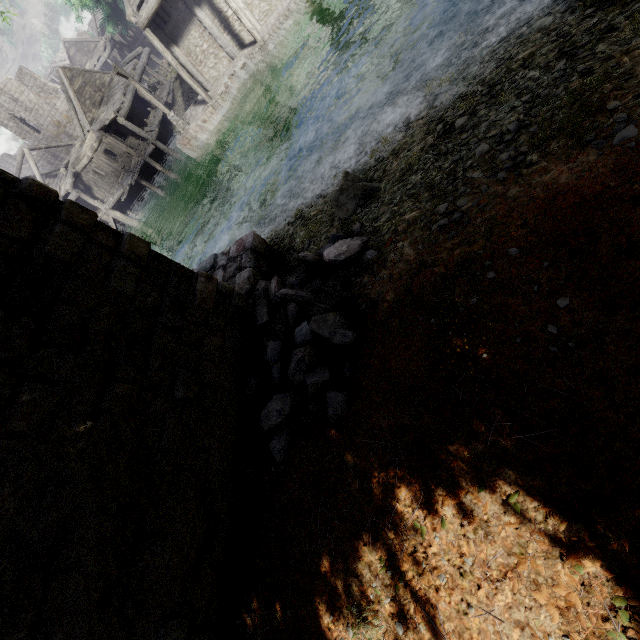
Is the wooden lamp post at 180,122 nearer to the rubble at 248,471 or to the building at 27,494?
the building at 27,494

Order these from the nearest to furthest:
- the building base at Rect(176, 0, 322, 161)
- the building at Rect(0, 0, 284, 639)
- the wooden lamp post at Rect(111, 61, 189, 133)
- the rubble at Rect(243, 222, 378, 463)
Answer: the building at Rect(0, 0, 284, 639)
the rubble at Rect(243, 222, 378, 463)
the building base at Rect(176, 0, 322, 161)
the wooden lamp post at Rect(111, 61, 189, 133)

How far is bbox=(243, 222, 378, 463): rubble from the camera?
4.9m

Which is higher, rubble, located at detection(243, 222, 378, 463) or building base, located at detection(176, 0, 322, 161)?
rubble, located at detection(243, 222, 378, 463)

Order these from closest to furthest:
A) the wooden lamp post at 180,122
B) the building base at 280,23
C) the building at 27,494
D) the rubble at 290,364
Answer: the building at 27,494 < the rubble at 290,364 < the building base at 280,23 < the wooden lamp post at 180,122

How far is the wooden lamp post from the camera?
18.9 meters

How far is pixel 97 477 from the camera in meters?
3.7
